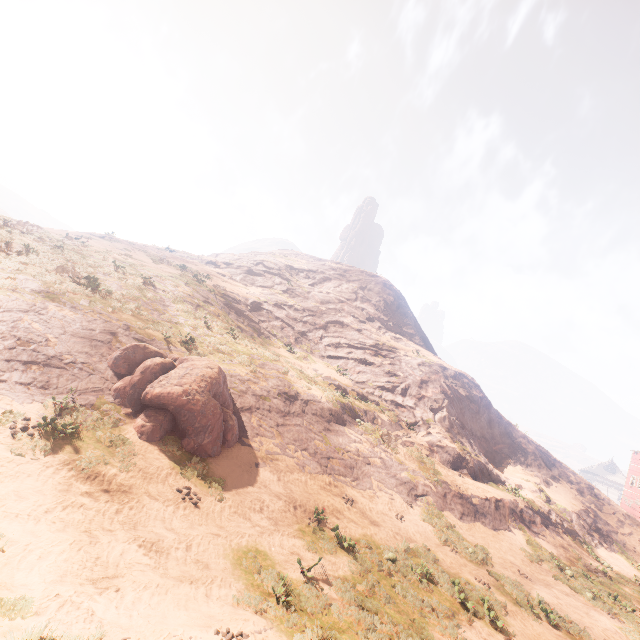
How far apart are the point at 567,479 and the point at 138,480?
40.37m

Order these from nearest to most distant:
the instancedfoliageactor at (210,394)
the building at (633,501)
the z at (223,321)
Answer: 1. the z at (223,321)
2. the instancedfoliageactor at (210,394)
3. the building at (633,501)

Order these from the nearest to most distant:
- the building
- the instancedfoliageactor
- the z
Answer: the z → the instancedfoliageactor → the building

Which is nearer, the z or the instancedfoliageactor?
the z

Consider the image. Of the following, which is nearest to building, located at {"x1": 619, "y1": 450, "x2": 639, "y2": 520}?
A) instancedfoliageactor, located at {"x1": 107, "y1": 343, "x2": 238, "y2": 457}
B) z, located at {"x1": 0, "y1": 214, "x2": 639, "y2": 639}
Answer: z, located at {"x1": 0, "y1": 214, "x2": 639, "y2": 639}

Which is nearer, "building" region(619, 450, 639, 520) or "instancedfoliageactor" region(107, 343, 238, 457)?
"instancedfoliageactor" region(107, 343, 238, 457)

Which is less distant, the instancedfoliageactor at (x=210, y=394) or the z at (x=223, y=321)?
the z at (x=223, y=321)

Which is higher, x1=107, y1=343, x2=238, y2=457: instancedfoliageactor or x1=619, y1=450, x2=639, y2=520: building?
x1=619, y1=450, x2=639, y2=520: building
